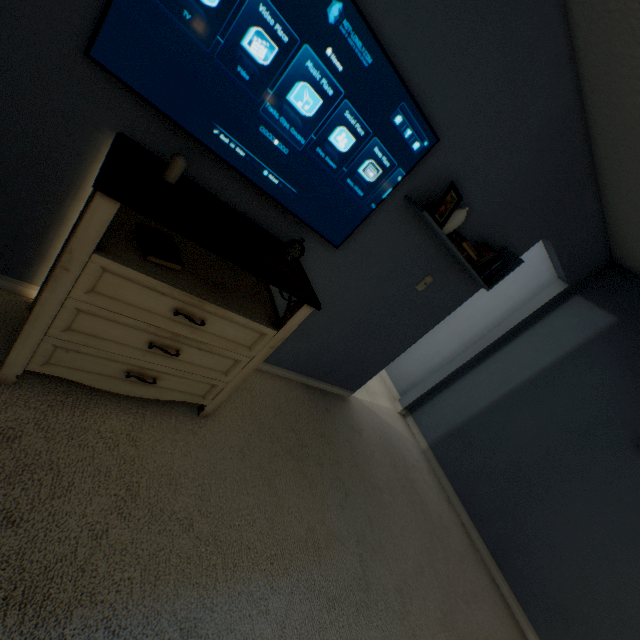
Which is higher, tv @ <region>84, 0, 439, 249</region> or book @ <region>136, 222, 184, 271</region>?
tv @ <region>84, 0, 439, 249</region>

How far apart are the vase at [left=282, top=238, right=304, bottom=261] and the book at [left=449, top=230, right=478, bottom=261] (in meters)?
1.06

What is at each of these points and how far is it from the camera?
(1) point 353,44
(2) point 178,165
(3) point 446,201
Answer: (1) tv, 1.2m
(2) candle, 1.1m
(3) photo frame, 1.8m

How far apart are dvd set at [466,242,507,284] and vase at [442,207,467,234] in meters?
0.3

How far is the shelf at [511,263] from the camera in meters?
1.7

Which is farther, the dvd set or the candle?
the dvd set

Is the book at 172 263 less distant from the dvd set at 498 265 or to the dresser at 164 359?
the dresser at 164 359

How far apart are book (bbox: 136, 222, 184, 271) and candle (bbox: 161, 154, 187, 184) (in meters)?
0.26
